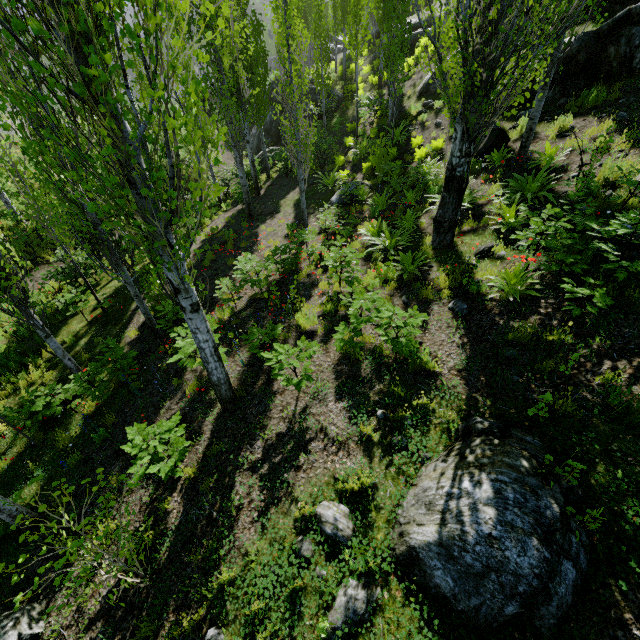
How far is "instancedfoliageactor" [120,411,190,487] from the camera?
4.61m

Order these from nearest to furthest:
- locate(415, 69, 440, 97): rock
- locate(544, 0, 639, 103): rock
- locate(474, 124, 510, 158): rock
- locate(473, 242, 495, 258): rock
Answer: locate(473, 242, 495, 258): rock < locate(544, 0, 639, 103): rock < locate(474, 124, 510, 158): rock < locate(415, 69, 440, 97): rock

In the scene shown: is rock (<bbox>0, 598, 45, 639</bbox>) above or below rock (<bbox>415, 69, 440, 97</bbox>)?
below

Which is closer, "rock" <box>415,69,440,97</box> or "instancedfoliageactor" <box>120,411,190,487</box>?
"instancedfoliageactor" <box>120,411,190,487</box>

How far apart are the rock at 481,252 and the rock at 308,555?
6.37m

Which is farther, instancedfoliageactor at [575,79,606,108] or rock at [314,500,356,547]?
instancedfoliageactor at [575,79,606,108]

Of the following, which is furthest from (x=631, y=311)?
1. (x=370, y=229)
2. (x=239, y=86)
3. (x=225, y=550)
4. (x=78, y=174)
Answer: (x=239, y=86)

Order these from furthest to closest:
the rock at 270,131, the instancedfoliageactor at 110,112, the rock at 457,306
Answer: the rock at 270,131, the rock at 457,306, the instancedfoliageactor at 110,112
